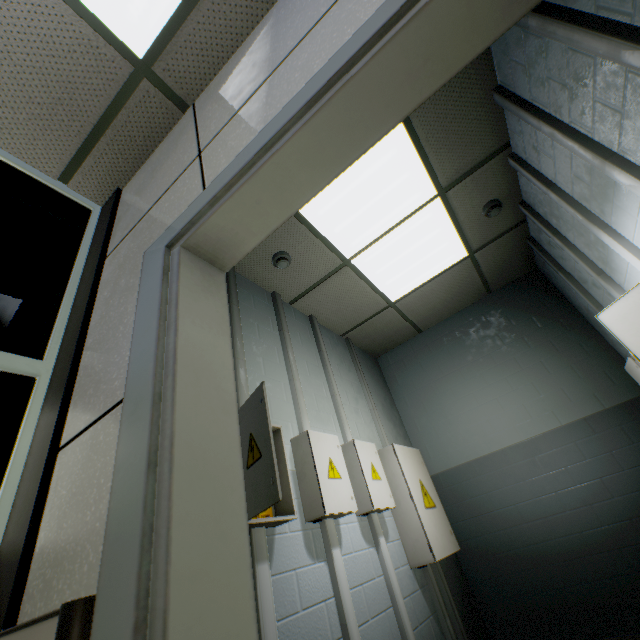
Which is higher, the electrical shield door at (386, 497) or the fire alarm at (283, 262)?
the fire alarm at (283, 262)

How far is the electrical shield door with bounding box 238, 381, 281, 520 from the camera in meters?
1.3 m

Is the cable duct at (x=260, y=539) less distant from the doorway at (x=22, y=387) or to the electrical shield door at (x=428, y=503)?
the doorway at (x=22, y=387)

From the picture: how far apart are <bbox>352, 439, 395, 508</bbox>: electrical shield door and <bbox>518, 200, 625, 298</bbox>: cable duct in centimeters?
214cm

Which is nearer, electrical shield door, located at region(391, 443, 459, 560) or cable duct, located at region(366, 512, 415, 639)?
cable duct, located at region(366, 512, 415, 639)

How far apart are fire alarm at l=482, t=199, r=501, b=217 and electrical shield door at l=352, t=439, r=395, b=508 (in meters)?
2.33

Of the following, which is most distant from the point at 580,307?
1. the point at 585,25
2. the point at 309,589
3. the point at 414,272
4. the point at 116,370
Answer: the point at 116,370

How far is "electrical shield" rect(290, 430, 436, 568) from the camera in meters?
2.0
